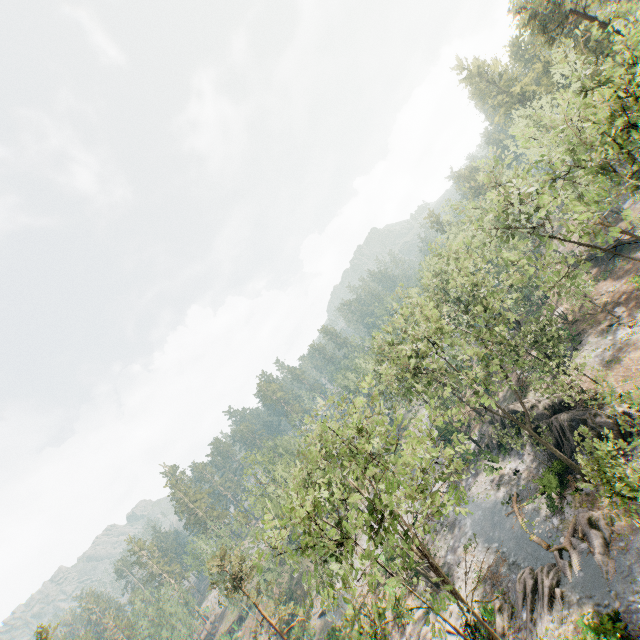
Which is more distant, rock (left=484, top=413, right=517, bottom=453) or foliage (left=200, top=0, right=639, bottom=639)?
rock (left=484, top=413, right=517, bottom=453)

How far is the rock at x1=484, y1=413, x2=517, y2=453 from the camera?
35.1m

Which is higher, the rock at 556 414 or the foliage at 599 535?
the rock at 556 414

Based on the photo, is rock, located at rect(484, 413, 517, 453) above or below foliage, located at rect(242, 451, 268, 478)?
below

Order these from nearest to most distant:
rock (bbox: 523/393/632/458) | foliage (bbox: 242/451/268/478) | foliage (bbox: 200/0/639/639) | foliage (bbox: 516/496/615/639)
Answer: foliage (bbox: 200/0/639/639), foliage (bbox: 516/496/615/639), rock (bbox: 523/393/632/458), foliage (bbox: 242/451/268/478)

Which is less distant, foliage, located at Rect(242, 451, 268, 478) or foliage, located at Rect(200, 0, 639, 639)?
foliage, located at Rect(200, 0, 639, 639)

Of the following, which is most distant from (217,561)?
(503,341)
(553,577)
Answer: (503,341)

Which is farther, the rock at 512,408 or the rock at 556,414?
the rock at 512,408
